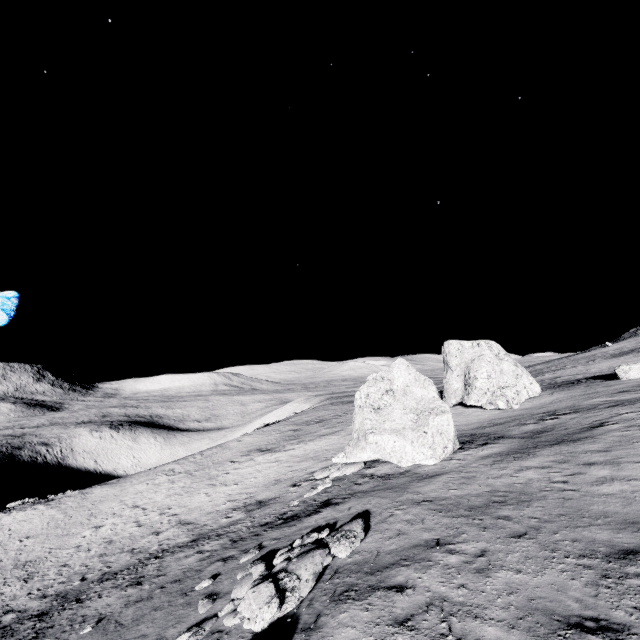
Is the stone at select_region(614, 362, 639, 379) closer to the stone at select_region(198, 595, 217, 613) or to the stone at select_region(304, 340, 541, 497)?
the stone at select_region(304, 340, 541, 497)

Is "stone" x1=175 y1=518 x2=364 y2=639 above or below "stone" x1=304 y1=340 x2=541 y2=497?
below

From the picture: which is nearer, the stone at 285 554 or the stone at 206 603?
the stone at 285 554

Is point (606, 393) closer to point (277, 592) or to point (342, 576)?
point (342, 576)

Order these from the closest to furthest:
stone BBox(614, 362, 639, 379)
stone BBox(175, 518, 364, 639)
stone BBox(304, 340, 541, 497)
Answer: stone BBox(175, 518, 364, 639) → stone BBox(304, 340, 541, 497) → stone BBox(614, 362, 639, 379)

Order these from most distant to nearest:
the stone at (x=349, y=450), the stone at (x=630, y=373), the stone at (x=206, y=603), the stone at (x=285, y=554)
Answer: the stone at (x=630, y=373), the stone at (x=349, y=450), the stone at (x=206, y=603), the stone at (x=285, y=554)

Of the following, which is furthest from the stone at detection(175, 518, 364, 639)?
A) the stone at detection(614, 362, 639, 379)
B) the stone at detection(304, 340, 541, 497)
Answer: the stone at detection(614, 362, 639, 379)

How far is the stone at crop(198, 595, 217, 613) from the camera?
10.30m
